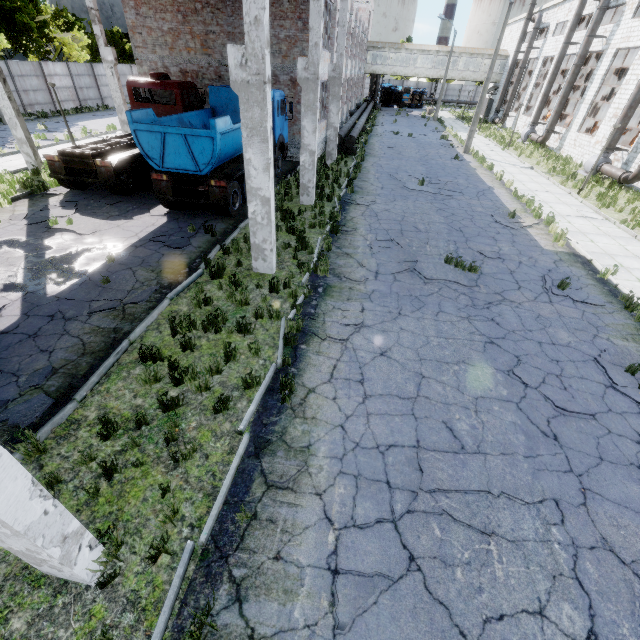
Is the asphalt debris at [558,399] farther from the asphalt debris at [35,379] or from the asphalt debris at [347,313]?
the asphalt debris at [35,379]

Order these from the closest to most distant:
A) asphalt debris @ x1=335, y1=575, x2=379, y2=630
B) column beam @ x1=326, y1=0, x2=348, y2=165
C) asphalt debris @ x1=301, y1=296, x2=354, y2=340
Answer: asphalt debris @ x1=335, y1=575, x2=379, y2=630
asphalt debris @ x1=301, y1=296, x2=354, y2=340
column beam @ x1=326, y1=0, x2=348, y2=165

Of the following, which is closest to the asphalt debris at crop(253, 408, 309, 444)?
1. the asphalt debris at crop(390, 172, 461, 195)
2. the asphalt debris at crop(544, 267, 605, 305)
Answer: Answer: the asphalt debris at crop(544, 267, 605, 305)

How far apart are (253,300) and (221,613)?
5.8 meters

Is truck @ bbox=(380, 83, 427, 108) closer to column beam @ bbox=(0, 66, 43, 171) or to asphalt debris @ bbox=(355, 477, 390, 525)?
column beam @ bbox=(0, 66, 43, 171)

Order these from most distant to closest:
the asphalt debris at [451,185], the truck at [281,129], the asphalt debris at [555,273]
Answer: Answer: the asphalt debris at [451,185] → the truck at [281,129] → the asphalt debris at [555,273]

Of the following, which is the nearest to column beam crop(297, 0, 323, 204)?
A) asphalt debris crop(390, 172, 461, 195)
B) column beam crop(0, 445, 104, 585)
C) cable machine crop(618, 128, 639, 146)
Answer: asphalt debris crop(390, 172, 461, 195)

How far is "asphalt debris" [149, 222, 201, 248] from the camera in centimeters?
987cm
